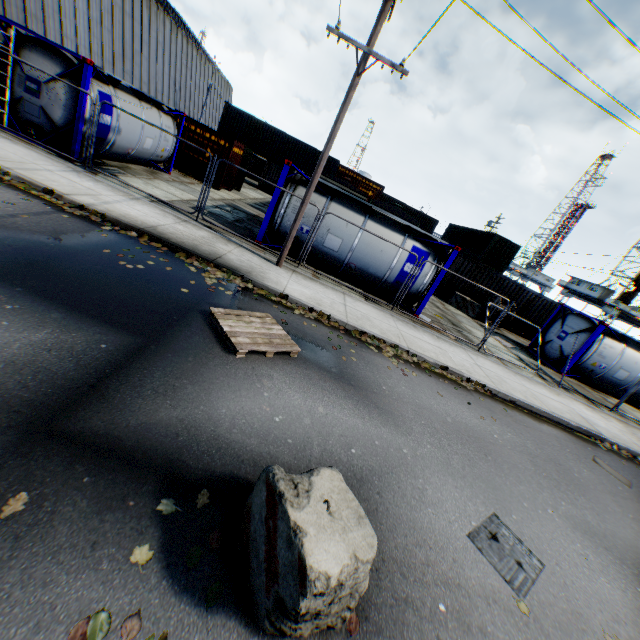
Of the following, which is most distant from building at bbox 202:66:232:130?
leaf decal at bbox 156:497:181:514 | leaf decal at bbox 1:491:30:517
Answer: leaf decal at bbox 156:497:181:514

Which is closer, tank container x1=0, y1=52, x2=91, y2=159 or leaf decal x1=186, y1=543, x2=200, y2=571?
leaf decal x1=186, y1=543, x2=200, y2=571

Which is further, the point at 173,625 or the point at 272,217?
the point at 272,217

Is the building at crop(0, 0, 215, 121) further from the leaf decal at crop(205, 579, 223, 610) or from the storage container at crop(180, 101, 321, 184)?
the leaf decal at crop(205, 579, 223, 610)

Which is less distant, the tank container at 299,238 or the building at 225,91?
the tank container at 299,238

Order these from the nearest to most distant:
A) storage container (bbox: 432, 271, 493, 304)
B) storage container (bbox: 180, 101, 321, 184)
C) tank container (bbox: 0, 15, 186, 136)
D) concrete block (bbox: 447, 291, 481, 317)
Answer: tank container (bbox: 0, 15, 186, 136), storage container (bbox: 180, 101, 321, 184), concrete block (bbox: 447, 291, 481, 317), storage container (bbox: 432, 271, 493, 304)

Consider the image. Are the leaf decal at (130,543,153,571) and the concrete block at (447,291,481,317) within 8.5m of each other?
no

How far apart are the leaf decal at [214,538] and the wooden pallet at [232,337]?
2.78m
